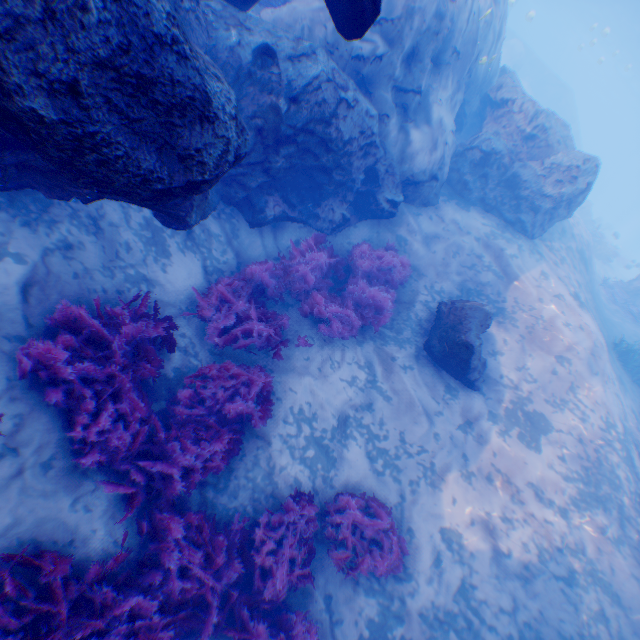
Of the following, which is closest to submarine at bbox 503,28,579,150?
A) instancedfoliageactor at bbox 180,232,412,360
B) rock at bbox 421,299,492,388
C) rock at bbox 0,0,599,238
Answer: rock at bbox 0,0,599,238

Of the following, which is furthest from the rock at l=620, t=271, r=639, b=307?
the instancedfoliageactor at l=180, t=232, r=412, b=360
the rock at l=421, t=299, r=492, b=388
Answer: the instancedfoliageactor at l=180, t=232, r=412, b=360

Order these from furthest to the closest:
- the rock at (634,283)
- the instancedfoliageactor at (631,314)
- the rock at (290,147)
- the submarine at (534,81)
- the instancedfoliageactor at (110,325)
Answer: the submarine at (534,81) < the rock at (634,283) < the instancedfoliageactor at (631,314) < the instancedfoliageactor at (110,325) < the rock at (290,147)

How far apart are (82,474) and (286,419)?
3.2m

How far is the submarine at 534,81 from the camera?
35.9m

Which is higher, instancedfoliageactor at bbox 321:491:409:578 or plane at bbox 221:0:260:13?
plane at bbox 221:0:260:13

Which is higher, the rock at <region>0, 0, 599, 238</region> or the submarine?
the submarine

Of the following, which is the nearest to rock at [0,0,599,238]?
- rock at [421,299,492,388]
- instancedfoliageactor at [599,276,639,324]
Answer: rock at [421,299,492,388]
